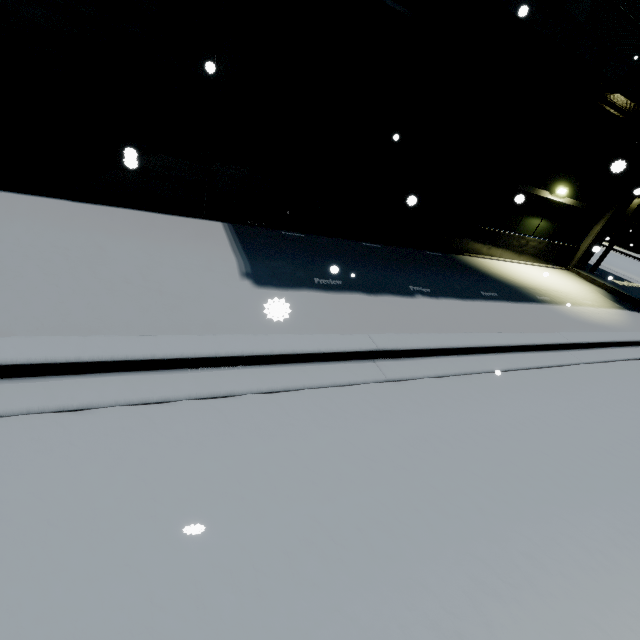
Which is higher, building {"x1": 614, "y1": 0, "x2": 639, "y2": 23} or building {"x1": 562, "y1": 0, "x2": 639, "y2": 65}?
building {"x1": 614, "y1": 0, "x2": 639, "y2": 23}

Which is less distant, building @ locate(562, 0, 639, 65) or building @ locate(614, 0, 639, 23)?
building @ locate(562, 0, 639, 65)

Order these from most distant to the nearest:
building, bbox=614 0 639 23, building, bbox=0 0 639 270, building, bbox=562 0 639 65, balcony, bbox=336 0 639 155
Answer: building, bbox=614 0 639 23
building, bbox=562 0 639 65
building, bbox=0 0 639 270
balcony, bbox=336 0 639 155

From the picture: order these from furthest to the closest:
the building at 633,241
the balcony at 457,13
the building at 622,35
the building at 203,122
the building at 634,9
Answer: the building at 633,241 → the building at 634,9 → the building at 622,35 → the building at 203,122 → the balcony at 457,13

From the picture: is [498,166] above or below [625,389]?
above

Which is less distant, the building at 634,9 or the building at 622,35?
the building at 622,35
